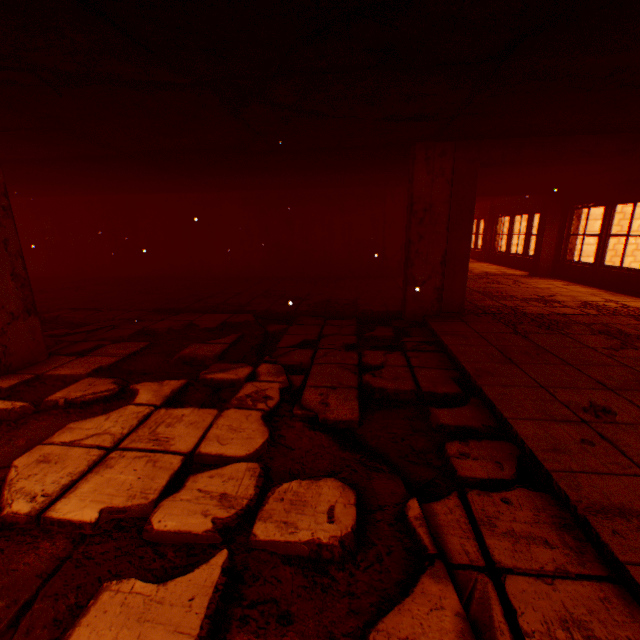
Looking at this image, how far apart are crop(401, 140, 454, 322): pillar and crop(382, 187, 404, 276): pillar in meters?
4.6

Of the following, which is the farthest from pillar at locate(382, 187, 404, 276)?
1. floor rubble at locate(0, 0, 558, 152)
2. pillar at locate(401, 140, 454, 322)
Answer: floor rubble at locate(0, 0, 558, 152)

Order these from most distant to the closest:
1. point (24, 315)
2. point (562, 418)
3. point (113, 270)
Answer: point (113, 270), point (24, 315), point (562, 418)

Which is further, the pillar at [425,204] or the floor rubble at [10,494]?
the pillar at [425,204]

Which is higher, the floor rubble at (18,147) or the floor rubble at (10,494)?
the floor rubble at (18,147)

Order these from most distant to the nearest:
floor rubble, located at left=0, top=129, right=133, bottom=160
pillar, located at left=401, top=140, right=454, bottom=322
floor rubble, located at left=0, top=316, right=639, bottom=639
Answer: pillar, located at left=401, top=140, right=454, bottom=322
floor rubble, located at left=0, top=129, right=133, bottom=160
floor rubble, located at left=0, top=316, right=639, bottom=639

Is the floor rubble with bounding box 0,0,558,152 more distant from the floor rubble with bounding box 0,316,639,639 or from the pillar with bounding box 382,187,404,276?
the pillar with bounding box 382,187,404,276

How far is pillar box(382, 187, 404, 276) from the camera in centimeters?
960cm
